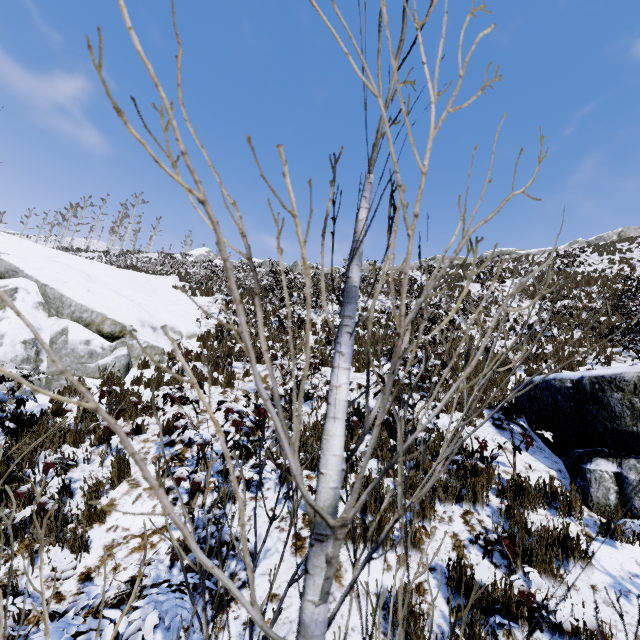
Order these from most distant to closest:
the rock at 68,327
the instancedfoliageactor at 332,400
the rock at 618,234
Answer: the rock at 618,234 → the rock at 68,327 → the instancedfoliageactor at 332,400

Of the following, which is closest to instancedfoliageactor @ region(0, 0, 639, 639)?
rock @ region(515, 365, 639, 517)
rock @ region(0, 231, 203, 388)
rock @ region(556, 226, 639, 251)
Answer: rock @ region(515, 365, 639, 517)

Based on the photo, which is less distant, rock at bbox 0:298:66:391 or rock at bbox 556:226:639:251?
rock at bbox 0:298:66:391

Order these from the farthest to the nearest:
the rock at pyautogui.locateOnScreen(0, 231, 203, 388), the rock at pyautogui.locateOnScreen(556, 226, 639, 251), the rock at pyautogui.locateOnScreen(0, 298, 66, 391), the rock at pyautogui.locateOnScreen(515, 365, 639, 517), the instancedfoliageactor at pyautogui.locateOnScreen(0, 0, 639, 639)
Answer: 1. the rock at pyautogui.locateOnScreen(556, 226, 639, 251)
2. the rock at pyautogui.locateOnScreen(0, 231, 203, 388)
3. the rock at pyautogui.locateOnScreen(0, 298, 66, 391)
4. the rock at pyautogui.locateOnScreen(515, 365, 639, 517)
5. the instancedfoliageactor at pyautogui.locateOnScreen(0, 0, 639, 639)

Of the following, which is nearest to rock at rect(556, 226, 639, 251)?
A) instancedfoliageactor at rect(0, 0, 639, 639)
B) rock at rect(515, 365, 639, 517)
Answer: rock at rect(515, 365, 639, 517)

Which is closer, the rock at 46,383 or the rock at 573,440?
the rock at 573,440

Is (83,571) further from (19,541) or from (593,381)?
(593,381)
